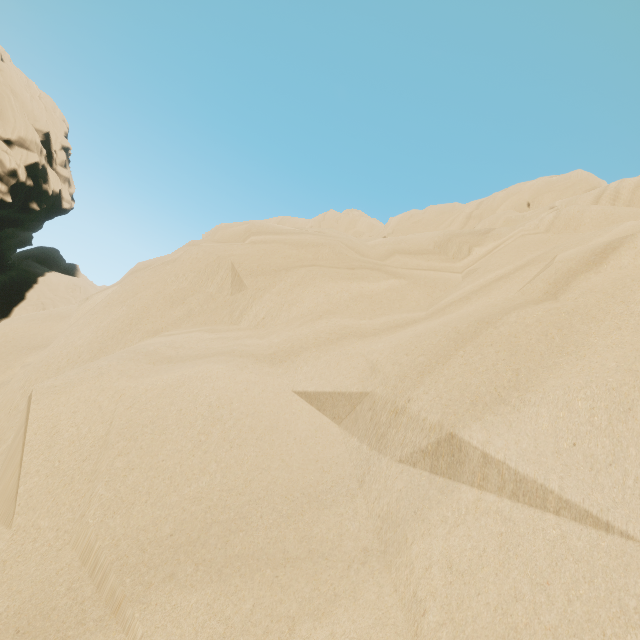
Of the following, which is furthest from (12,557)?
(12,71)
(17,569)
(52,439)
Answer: (12,71)
